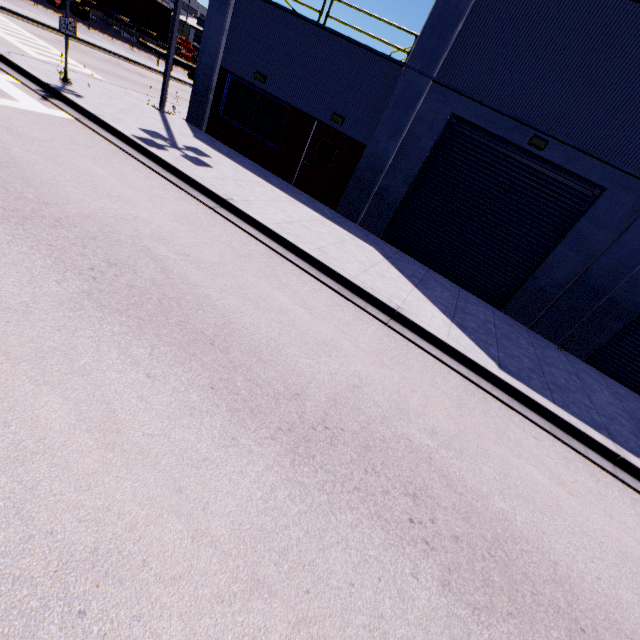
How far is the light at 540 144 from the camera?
9.2 meters

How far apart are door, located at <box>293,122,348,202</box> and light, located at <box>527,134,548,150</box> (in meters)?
5.66

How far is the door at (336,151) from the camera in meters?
11.9 m

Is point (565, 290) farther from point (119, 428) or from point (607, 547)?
point (119, 428)

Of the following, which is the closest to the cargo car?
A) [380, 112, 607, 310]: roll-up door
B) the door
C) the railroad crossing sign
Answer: [380, 112, 607, 310]: roll-up door

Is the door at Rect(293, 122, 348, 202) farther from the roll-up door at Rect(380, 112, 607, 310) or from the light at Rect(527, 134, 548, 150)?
the light at Rect(527, 134, 548, 150)

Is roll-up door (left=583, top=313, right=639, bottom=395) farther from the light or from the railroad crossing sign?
the railroad crossing sign

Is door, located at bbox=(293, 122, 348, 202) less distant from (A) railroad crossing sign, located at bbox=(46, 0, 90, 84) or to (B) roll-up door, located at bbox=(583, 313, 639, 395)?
(B) roll-up door, located at bbox=(583, 313, 639, 395)
